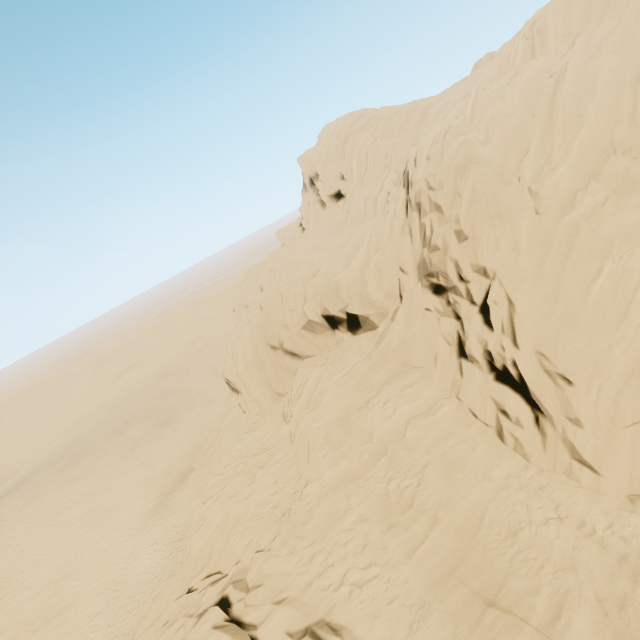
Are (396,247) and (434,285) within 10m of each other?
yes
